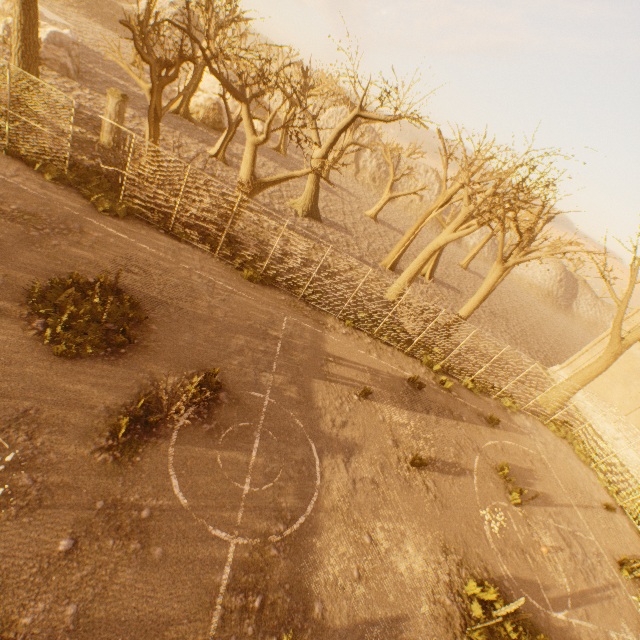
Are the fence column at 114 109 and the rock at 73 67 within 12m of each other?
yes

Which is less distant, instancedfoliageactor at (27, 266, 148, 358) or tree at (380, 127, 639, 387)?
instancedfoliageactor at (27, 266, 148, 358)

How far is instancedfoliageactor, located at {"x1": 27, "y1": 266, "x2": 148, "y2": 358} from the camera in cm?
746

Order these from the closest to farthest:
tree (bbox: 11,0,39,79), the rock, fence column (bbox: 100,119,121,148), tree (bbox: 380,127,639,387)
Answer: tree (bbox: 11,0,39,79) → tree (bbox: 380,127,639,387) → fence column (bbox: 100,119,121,148) → the rock

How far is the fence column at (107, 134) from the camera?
15.8m

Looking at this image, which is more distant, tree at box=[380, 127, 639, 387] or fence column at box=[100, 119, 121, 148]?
fence column at box=[100, 119, 121, 148]

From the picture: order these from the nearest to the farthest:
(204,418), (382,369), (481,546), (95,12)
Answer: (204,418) → (481,546) → (382,369) → (95,12)

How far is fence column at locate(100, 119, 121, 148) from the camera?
15.8m
